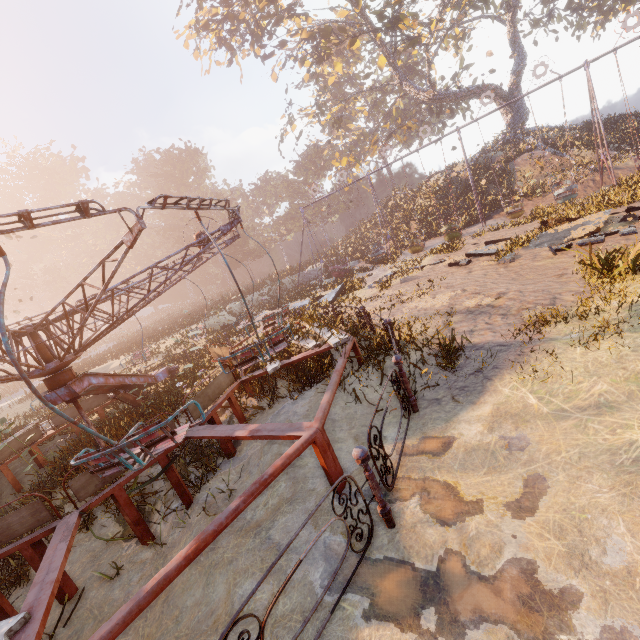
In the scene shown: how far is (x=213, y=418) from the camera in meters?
5.9 m

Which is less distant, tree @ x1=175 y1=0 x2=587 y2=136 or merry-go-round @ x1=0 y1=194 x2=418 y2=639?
merry-go-round @ x1=0 y1=194 x2=418 y2=639

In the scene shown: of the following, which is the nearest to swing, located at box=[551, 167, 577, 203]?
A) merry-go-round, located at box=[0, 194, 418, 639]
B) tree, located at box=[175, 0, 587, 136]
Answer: tree, located at box=[175, 0, 587, 136]

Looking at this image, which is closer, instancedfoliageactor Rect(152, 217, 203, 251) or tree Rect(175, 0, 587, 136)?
tree Rect(175, 0, 587, 136)

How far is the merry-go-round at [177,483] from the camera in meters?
5.1 m

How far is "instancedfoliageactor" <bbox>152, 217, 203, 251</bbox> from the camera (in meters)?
54.06

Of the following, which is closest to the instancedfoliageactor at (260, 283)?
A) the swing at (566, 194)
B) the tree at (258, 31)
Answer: the swing at (566, 194)
